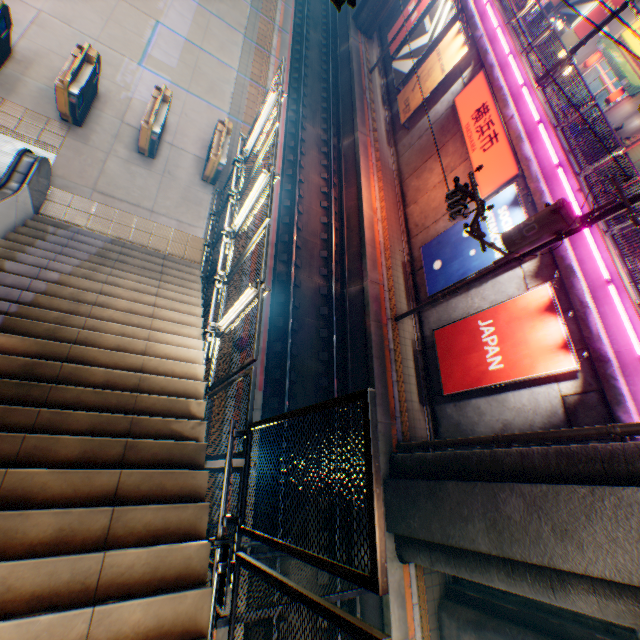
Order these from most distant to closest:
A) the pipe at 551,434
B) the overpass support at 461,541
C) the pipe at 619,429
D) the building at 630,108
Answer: the building at 630,108, the pipe at 551,434, the pipe at 619,429, the overpass support at 461,541

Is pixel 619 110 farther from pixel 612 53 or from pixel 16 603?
pixel 16 603

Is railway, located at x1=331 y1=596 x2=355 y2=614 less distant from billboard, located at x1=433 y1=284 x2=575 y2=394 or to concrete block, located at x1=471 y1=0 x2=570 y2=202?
billboard, located at x1=433 y1=284 x2=575 y2=394

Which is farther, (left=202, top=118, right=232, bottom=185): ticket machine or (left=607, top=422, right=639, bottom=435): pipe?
(left=202, top=118, right=232, bottom=185): ticket machine

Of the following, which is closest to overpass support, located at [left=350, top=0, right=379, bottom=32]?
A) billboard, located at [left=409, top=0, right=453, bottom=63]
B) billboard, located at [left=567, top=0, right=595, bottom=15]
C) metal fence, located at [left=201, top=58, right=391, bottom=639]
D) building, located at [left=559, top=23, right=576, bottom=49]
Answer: metal fence, located at [left=201, top=58, right=391, bottom=639]

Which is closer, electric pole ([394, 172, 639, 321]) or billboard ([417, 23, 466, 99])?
electric pole ([394, 172, 639, 321])

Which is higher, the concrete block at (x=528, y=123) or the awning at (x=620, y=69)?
the awning at (x=620, y=69)

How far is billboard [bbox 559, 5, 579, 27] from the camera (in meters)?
25.95
